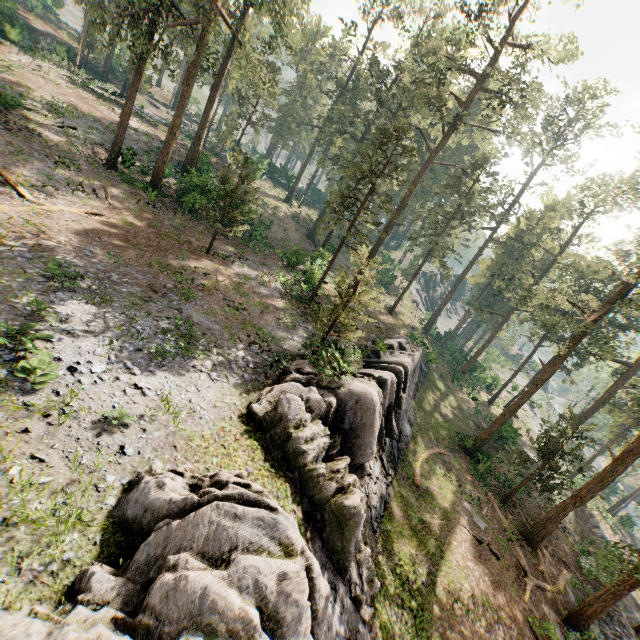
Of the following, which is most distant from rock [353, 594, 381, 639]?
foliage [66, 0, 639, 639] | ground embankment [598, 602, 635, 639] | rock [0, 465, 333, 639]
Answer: ground embankment [598, 602, 635, 639]

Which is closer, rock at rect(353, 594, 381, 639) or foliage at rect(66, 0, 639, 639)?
rock at rect(353, 594, 381, 639)

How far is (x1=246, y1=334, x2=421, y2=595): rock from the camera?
11.46m

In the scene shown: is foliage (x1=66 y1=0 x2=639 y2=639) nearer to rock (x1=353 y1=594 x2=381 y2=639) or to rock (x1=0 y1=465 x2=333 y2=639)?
rock (x1=0 y1=465 x2=333 y2=639)

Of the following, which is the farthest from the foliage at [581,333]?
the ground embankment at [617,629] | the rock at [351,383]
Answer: the rock at [351,383]

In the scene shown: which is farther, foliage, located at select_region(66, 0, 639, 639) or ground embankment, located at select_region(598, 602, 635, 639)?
foliage, located at select_region(66, 0, 639, 639)

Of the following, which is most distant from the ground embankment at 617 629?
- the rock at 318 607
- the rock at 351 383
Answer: the rock at 318 607

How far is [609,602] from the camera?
16.7 meters
